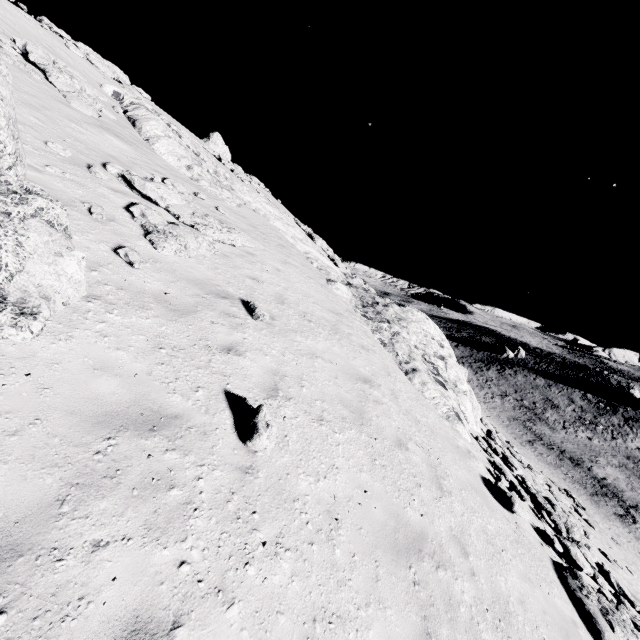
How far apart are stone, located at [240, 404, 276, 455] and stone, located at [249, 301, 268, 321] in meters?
2.9 m

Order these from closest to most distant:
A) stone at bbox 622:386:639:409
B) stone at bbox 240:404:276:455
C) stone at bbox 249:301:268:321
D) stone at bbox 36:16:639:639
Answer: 1. stone at bbox 240:404:276:455
2. stone at bbox 249:301:268:321
3. stone at bbox 36:16:639:639
4. stone at bbox 622:386:639:409

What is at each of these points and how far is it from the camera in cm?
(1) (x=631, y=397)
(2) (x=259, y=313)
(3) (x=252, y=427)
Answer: (1) stone, 5791
(2) stone, 759
(3) stone, 451

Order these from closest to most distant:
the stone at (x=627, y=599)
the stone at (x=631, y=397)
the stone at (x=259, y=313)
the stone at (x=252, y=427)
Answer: the stone at (x=252, y=427) < the stone at (x=259, y=313) < the stone at (x=627, y=599) < the stone at (x=631, y=397)

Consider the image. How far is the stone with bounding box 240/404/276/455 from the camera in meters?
4.4

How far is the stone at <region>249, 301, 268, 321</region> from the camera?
7.5 meters

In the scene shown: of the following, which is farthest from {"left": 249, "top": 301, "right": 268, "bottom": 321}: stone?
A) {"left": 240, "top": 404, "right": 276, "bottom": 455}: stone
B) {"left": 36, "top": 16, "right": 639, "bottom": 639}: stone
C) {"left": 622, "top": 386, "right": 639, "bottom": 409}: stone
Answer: {"left": 622, "top": 386, "right": 639, "bottom": 409}: stone

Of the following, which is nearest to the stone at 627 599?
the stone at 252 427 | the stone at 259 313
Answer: the stone at 259 313
